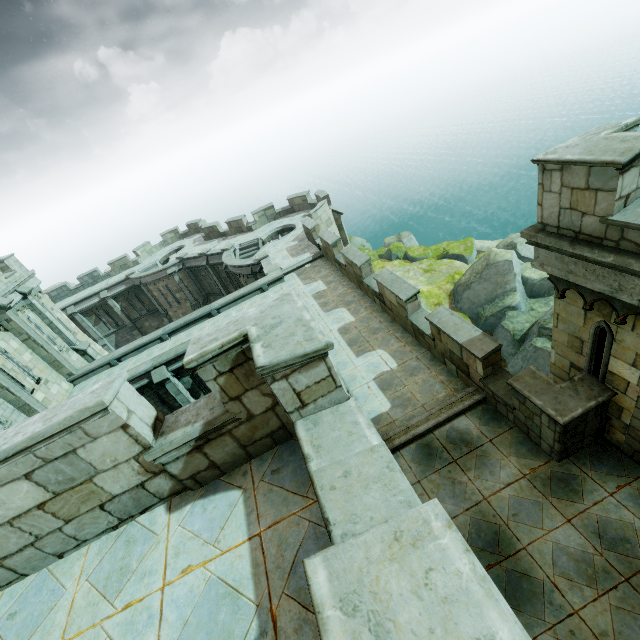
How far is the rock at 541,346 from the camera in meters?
20.6

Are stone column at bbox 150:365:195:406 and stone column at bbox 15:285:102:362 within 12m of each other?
yes

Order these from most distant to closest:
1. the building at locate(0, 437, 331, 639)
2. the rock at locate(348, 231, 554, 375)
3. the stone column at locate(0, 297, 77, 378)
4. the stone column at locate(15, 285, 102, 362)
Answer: the rock at locate(348, 231, 554, 375) → the stone column at locate(15, 285, 102, 362) → the stone column at locate(0, 297, 77, 378) → the building at locate(0, 437, 331, 639)

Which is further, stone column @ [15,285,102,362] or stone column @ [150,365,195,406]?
stone column @ [15,285,102,362]

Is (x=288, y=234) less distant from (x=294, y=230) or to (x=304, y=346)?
(x=294, y=230)

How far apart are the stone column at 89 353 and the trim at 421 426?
20.11m

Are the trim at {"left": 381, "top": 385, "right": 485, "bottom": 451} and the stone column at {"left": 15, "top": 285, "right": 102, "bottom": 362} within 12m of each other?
no

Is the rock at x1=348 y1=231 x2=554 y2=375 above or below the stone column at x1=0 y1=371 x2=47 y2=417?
below
